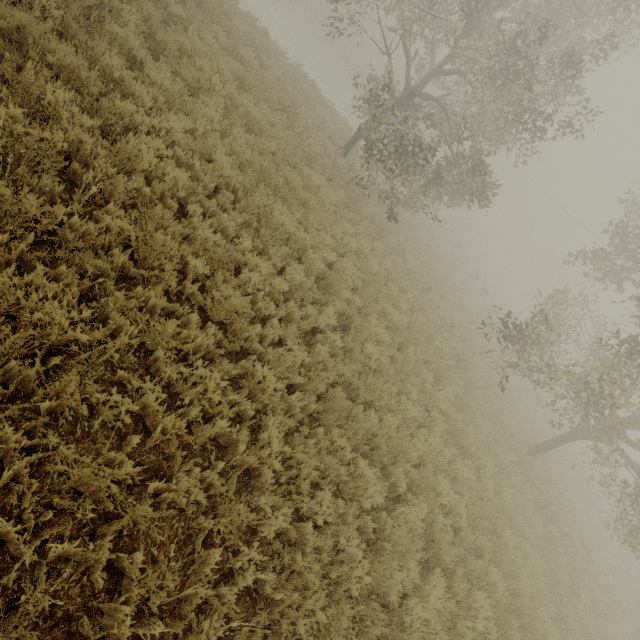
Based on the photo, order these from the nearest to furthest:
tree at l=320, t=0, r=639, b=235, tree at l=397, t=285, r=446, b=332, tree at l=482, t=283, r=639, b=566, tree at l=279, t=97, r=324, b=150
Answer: tree at l=482, t=283, r=639, b=566, tree at l=320, t=0, r=639, b=235, tree at l=397, t=285, r=446, b=332, tree at l=279, t=97, r=324, b=150

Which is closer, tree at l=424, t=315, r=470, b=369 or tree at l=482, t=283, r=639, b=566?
tree at l=482, t=283, r=639, b=566

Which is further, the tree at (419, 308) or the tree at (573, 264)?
the tree at (573, 264)

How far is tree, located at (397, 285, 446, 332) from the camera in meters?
11.2

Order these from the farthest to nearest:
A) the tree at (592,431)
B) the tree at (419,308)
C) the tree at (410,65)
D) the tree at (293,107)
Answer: the tree at (293,107) < the tree at (419,308) < the tree at (410,65) < the tree at (592,431)

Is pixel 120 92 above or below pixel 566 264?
below

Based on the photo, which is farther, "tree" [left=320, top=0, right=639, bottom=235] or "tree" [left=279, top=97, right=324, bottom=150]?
"tree" [left=279, top=97, right=324, bottom=150]
